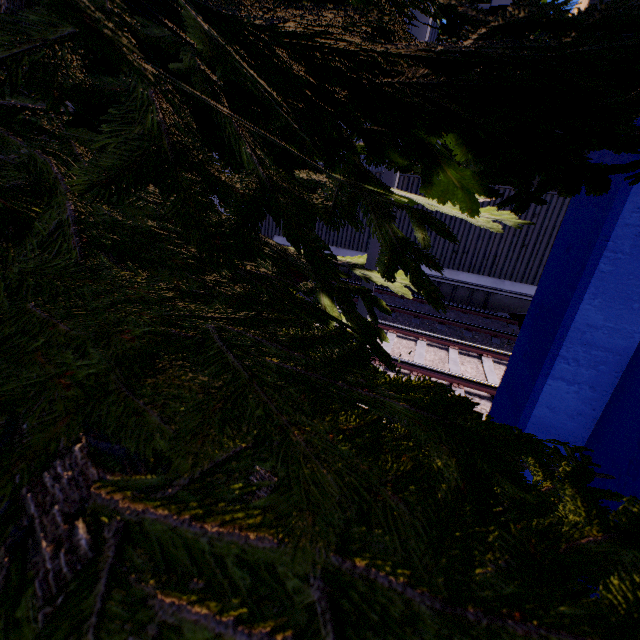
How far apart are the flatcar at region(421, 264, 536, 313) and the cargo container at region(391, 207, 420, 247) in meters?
0.0 m

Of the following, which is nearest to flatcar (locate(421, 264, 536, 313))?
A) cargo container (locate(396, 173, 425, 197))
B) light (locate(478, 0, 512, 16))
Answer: cargo container (locate(396, 173, 425, 197))

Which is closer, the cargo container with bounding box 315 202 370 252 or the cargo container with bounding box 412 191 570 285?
the cargo container with bounding box 412 191 570 285

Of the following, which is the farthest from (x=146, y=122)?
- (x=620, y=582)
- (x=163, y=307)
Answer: (x=620, y=582)

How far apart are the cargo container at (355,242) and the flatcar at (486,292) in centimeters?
1cm

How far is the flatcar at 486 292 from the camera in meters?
8.9

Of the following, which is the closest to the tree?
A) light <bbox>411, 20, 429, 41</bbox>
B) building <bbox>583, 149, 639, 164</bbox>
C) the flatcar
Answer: light <bbox>411, 20, 429, 41</bbox>

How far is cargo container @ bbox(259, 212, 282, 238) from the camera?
11.0m
